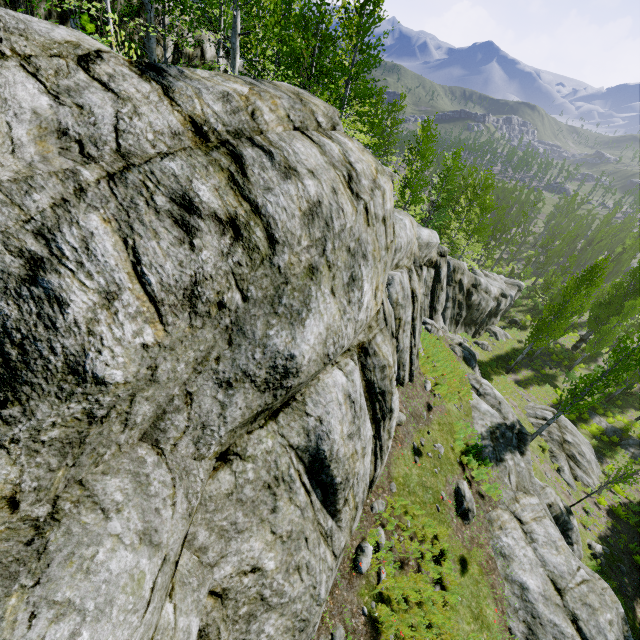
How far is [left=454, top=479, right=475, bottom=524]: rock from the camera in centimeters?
941cm

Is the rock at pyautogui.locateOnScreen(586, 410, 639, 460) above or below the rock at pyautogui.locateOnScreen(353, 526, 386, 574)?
below

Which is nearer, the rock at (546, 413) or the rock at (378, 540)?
the rock at (378, 540)

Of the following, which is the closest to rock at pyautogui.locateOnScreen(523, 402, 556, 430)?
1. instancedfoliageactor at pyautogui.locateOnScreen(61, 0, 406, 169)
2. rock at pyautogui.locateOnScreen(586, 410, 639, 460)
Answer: instancedfoliageactor at pyautogui.locateOnScreen(61, 0, 406, 169)

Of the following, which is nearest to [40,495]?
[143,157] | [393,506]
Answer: [143,157]

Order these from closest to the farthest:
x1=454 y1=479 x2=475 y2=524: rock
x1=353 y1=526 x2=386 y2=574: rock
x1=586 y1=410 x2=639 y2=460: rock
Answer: x1=353 y1=526 x2=386 y2=574: rock, x1=454 y1=479 x2=475 y2=524: rock, x1=586 y1=410 x2=639 y2=460: rock
